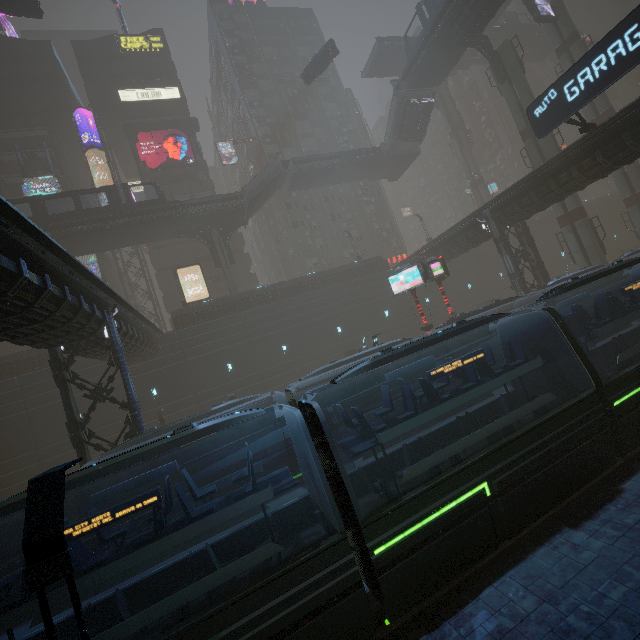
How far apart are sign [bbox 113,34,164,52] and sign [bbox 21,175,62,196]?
21.0m

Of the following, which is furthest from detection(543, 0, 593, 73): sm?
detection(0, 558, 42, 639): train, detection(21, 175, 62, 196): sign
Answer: detection(0, 558, 42, 639): train

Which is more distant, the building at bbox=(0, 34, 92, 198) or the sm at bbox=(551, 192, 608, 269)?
the building at bbox=(0, 34, 92, 198)

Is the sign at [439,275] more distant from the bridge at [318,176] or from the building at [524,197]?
the bridge at [318,176]

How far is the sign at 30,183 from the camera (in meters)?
36.06

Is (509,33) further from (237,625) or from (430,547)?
(237,625)

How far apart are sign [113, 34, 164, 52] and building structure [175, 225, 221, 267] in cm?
3054

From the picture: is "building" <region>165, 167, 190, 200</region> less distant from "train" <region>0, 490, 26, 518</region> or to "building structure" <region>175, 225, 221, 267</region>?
"train" <region>0, 490, 26, 518</region>
